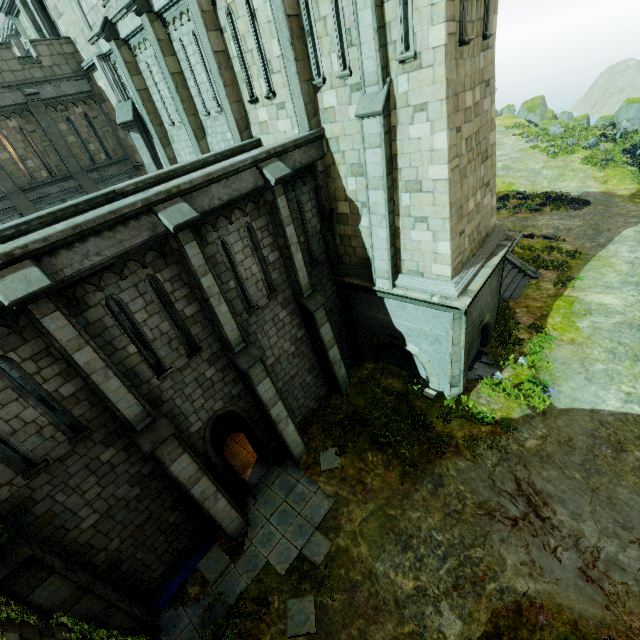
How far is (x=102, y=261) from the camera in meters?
6.9 m

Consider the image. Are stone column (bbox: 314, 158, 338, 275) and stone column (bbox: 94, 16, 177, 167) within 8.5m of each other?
no

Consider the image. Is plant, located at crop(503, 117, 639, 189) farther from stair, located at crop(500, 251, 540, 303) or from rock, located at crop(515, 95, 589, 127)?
stair, located at crop(500, 251, 540, 303)

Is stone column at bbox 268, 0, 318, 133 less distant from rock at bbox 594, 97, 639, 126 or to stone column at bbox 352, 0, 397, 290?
stone column at bbox 352, 0, 397, 290

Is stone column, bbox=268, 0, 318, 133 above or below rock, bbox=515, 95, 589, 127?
above

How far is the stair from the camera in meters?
17.4

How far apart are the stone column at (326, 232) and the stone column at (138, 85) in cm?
975

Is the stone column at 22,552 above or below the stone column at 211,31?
below
